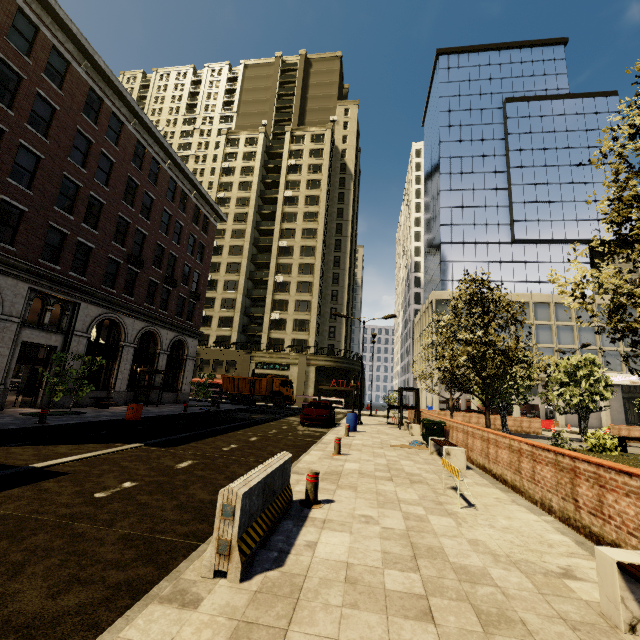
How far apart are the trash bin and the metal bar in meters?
12.7 m

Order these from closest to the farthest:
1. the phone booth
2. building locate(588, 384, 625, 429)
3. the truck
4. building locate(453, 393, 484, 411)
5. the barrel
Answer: the barrel
the phone booth
the truck
building locate(588, 384, 625, 429)
building locate(453, 393, 484, 411)

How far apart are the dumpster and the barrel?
3.65m

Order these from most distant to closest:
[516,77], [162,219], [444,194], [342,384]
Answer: [516,77] < [444,194] < [342,384] < [162,219]

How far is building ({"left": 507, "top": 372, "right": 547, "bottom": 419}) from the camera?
40.4m

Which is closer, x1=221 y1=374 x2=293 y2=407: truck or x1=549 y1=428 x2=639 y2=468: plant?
x1=549 y1=428 x2=639 y2=468: plant

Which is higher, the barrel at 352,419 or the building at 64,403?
the barrel at 352,419

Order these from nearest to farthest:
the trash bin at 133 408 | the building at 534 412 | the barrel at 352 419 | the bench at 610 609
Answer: the bench at 610 609
the trash bin at 133 408
the barrel at 352 419
the building at 534 412
